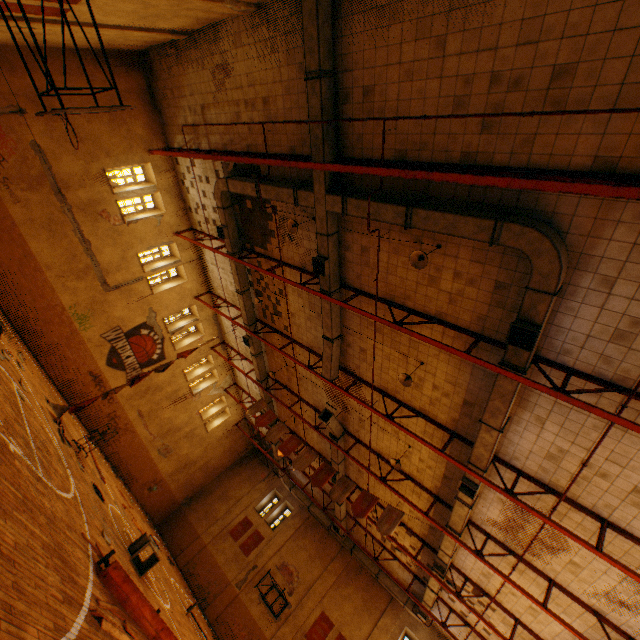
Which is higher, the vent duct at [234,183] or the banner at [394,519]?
the vent duct at [234,183]

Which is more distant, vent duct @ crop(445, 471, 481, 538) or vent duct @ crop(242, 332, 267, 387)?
vent duct @ crop(242, 332, 267, 387)

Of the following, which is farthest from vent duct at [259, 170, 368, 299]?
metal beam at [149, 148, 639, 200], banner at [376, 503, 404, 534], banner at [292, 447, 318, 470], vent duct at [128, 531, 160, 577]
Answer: vent duct at [128, 531, 160, 577]

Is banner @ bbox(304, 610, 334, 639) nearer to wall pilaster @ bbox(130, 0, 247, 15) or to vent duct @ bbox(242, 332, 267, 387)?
vent duct @ bbox(242, 332, 267, 387)

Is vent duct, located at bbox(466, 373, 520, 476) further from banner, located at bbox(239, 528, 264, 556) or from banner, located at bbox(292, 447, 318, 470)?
banner, located at bbox(292, 447, 318, 470)

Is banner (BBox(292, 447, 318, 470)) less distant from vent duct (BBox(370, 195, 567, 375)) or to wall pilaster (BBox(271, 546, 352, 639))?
vent duct (BBox(370, 195, 567, 375))

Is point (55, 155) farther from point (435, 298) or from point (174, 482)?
point (174, 482)

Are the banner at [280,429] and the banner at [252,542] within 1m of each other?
no
